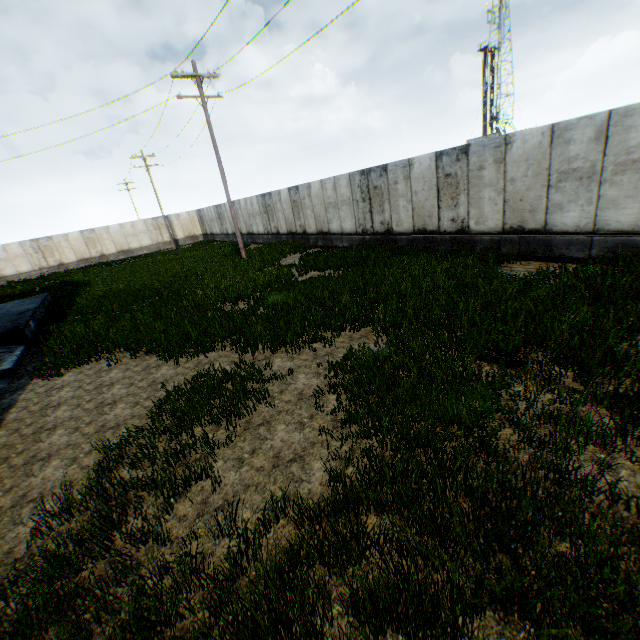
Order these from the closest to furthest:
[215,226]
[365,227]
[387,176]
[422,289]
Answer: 1. [422,289]
2. [387,176]
3. [365,227]
4. [215,226]
